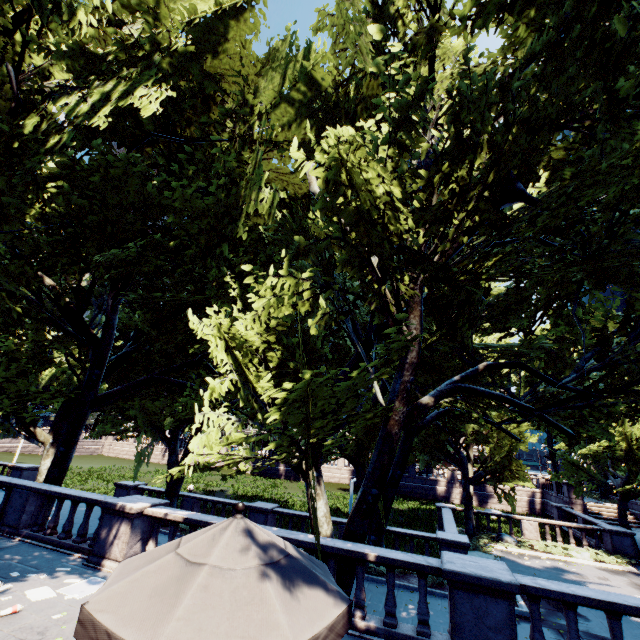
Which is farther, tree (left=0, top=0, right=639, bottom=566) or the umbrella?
tree (left=0, top=0, right=639, bottom=566)

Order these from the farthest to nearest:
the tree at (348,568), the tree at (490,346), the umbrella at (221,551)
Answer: the tree at (348,568)
the tree at (490,346)
the umbrella at (221,551)

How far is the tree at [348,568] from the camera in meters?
8.6

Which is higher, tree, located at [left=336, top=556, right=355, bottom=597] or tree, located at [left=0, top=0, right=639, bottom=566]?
tree, located at [left=0, top=0, right=639, bottom=566]

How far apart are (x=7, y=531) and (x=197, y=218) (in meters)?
12.82

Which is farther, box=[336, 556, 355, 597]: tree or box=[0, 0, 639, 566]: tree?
box=[336, 556, 355, 597]: tree

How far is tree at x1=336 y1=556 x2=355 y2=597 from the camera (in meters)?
8.64
